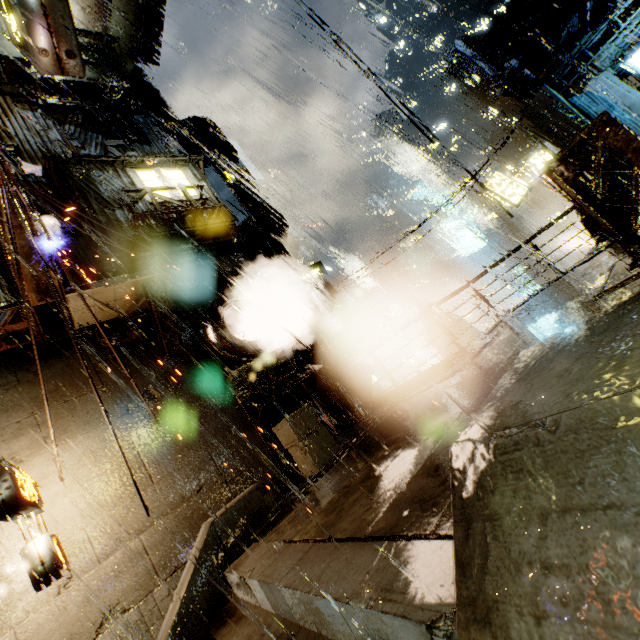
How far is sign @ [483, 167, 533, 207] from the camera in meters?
18.1 m

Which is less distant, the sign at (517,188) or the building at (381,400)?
the building at (381,400)

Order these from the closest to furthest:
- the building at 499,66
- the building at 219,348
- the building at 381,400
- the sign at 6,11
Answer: the sign at 6,11 → the building at 219,348 → the building at 381,400 → the building at 499,66

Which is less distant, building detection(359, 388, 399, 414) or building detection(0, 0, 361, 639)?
building detection(0, 0, 361, 639)

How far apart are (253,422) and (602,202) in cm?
966

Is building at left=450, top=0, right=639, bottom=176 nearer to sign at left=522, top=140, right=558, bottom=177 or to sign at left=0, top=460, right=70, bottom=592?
sign at left=0, top=460, right=70, bottom=592

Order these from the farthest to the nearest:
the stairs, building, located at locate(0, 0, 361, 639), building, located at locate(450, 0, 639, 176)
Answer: building, located at locate(450, 0, 639, 176), building, located at locate(0, 0, 361, 639), the stairs

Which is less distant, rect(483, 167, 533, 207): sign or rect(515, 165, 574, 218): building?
rect(483, 167, 533, 207): sign
